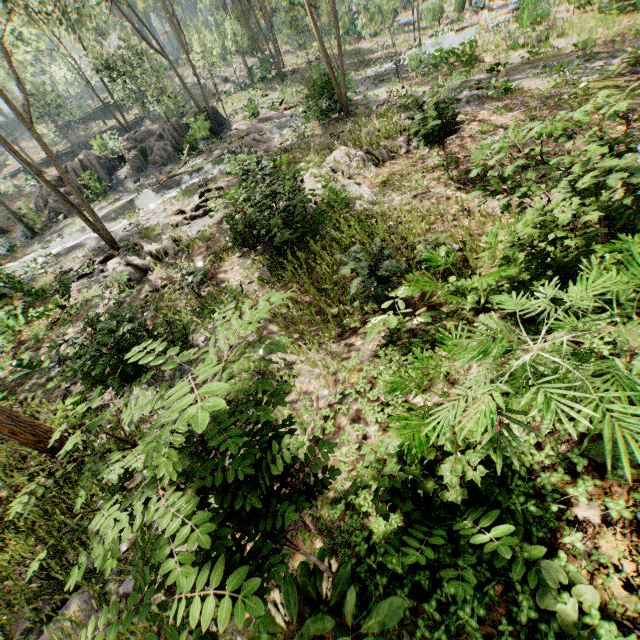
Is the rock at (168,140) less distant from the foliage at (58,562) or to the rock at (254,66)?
the foliage at (58,562)

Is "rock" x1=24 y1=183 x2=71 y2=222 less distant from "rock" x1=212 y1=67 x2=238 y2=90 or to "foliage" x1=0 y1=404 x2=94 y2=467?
"foliage" x1=0 y1=404 x2=94 y2=467

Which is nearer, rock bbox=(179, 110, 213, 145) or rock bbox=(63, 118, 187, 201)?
rock bbox=(179, 110, 213, 145)

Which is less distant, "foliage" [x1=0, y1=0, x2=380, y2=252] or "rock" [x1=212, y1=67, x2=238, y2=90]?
"foliage" [x1=0, y1=0, x2=380, y2=252]

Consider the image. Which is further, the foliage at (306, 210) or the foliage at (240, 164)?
the foliage at (240, 164)

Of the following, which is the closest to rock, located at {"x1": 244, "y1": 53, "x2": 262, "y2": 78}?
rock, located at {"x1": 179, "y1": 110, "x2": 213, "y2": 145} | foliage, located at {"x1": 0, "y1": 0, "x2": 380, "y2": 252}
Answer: foliage, located at {"x1": 0, "y1": 0, "x2": 380, "y2": 252}

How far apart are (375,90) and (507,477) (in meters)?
28.52
